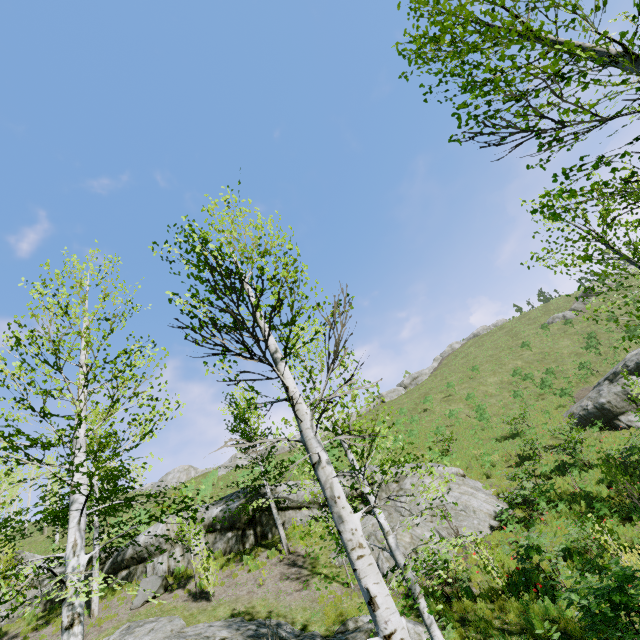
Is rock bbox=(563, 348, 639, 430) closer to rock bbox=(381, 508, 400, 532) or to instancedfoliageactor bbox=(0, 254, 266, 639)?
instancedfoliageactor bbox=(0, 254, 266, 639)

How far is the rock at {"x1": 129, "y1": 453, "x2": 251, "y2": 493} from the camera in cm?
4166

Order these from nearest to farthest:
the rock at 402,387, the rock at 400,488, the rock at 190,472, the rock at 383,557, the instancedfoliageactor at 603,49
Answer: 1. the instancedfoliageactor at 603,49
2. the rock at 383,557
3. the rock at 400,488
4. the rock at 190,472
5. the rock at 402,387

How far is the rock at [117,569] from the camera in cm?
1480

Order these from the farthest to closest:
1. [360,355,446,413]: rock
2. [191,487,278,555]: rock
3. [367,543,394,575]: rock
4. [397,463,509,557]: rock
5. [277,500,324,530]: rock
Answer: [360,355,446,413]: rock < [277,500,324,530]: rock < [191,487,278,555]: rock < [397,463,509,557]: rock < [367,543,394,575]: rock

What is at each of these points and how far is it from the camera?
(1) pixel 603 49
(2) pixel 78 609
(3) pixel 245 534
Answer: (1) instancedfoliageactor, 3.3 meters
(2) instancedfoliageactor, 5.1 meters
(3) rock, 17.3 meters

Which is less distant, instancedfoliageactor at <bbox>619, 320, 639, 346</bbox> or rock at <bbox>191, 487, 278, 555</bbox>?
instancedfoliageactor at <bbox>619, 320, 639, 346</bbox>
